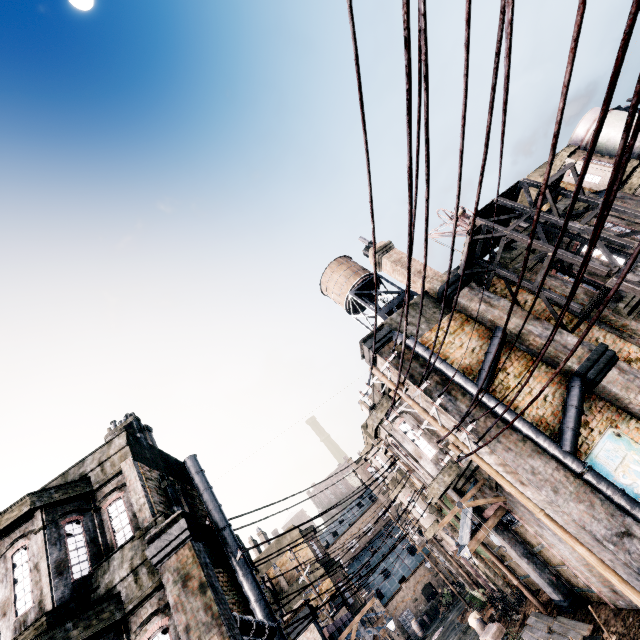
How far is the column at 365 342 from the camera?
13.79m

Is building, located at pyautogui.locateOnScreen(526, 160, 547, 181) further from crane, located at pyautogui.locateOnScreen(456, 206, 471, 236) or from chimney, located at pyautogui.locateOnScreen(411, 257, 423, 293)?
chimney, located at pyautogui.locateOnScreen(411, 257, 423, 293)

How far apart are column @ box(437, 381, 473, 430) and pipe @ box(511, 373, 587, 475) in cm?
1

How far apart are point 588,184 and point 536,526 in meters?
18.5 m

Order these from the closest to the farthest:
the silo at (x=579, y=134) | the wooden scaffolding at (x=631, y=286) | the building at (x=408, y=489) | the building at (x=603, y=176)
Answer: the wooden scaffolding at (x=631, y=286), the building at (x=603, y=176), the silo at (x=579, y=134), the building at (x=408, y=489)

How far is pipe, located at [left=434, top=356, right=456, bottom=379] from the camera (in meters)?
12.38

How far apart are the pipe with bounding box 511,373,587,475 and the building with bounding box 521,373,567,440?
0.0 meters

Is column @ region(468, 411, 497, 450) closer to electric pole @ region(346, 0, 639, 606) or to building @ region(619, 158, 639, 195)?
electric pole @ region(346, 0, 639, 606)
